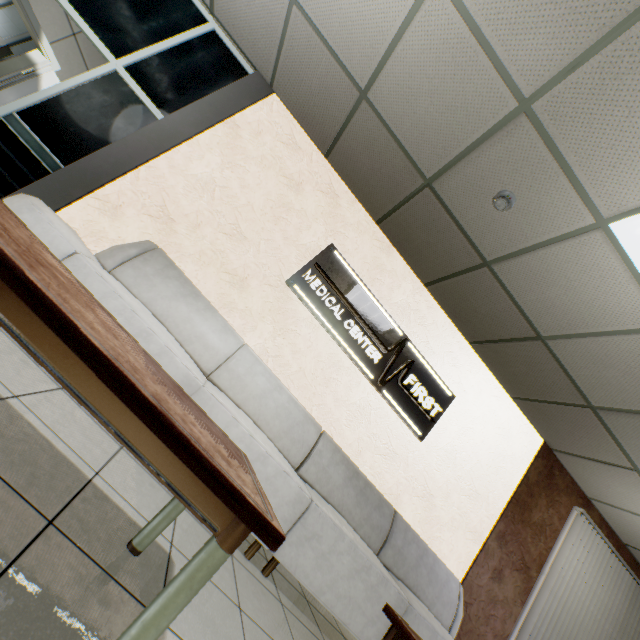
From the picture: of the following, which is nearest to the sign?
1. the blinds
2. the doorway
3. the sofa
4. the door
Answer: the sofa

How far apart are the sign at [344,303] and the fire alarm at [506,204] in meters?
1.5

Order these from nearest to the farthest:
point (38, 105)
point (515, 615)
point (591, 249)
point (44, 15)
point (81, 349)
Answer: point (81, 349) → point (591, 249) → point (38, 105) → point (515, 615) → point (44, 15)

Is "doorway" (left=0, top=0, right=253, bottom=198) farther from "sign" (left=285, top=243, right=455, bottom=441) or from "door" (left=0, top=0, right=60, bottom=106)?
"sign" (left=285, top=243, right=455, bottom=441)

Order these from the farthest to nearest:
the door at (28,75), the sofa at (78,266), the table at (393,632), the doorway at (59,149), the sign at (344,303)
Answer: the door at (28,75) → the sign at (344,303) → the doorway at (59,149) → the sofa at (78,266) → the table at (393,632)

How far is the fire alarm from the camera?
2.6m

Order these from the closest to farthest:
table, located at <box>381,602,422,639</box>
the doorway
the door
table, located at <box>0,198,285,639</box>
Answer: table, located at <box>0,198,285,639</box>, table, located at <box>381,602,422,639</box>, the doorway, the door

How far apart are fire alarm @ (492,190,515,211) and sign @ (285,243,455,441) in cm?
154
